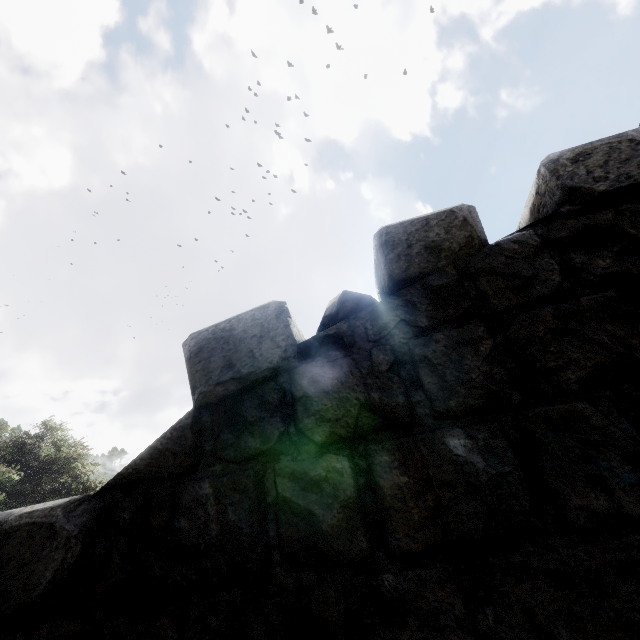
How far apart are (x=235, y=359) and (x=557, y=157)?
2.3 meters
